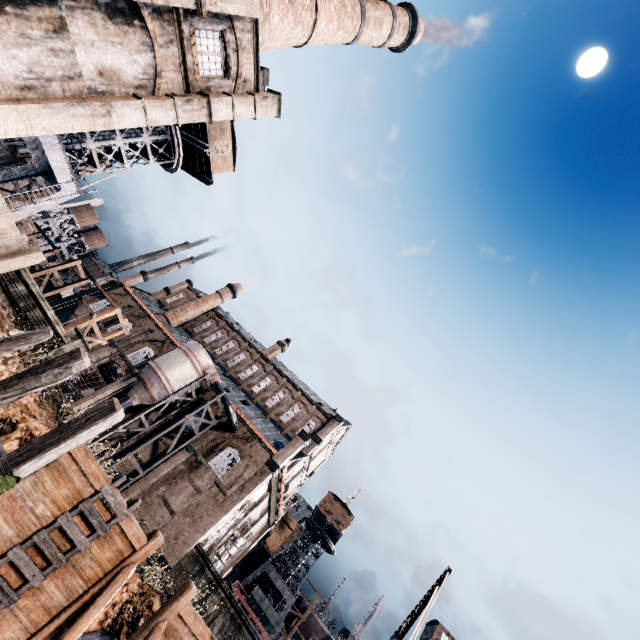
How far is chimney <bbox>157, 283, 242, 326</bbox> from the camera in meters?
48.5 m

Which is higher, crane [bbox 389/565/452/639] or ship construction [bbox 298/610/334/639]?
ship construction [bbox 298/610/334/639]

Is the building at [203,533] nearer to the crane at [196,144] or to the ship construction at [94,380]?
the ship construction at [94,380]

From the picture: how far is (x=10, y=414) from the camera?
11.6 meters

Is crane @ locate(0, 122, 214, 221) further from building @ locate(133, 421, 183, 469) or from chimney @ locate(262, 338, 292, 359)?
chimney @ locate(262, 338, 292, 359)

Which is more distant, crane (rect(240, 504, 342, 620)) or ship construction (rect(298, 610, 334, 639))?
ship construction (rect(298, 610, 334, 639))

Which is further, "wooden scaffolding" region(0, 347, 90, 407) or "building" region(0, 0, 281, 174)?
"building" region(0, 0, 281, 174)

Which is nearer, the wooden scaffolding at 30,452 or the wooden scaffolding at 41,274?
the wooden scaffolding at 30,452
